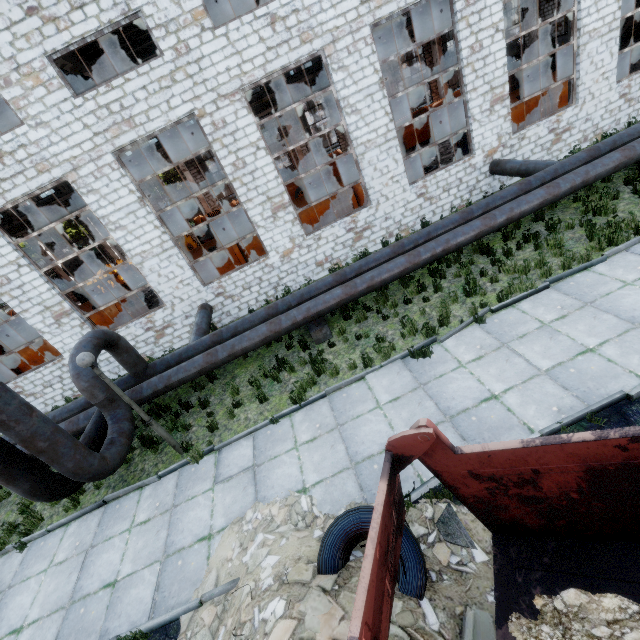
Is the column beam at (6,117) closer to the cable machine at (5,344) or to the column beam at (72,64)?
the column beam at (72,64)

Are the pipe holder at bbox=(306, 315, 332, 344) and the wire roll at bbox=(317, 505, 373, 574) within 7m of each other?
yes

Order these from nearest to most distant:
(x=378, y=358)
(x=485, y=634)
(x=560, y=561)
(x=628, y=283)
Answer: (x=560, y=561) → (x=485, y=634) → (x=628, y=283) → (x=378, y=358)

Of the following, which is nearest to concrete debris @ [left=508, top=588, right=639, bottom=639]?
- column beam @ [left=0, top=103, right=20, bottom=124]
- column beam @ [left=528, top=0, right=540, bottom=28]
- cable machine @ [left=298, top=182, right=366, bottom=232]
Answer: cable machine @ [left=298, top=182, right=366, bottom=232]

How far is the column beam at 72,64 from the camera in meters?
12.2 m

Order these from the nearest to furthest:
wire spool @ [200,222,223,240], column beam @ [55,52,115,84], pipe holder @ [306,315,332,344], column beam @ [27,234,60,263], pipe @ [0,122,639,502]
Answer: pipe @ [0,122,639,502] < pipe holder @ [306,315,332,344] < column beam @ [55,52,115,84] < wire spool @ [200,222,223,240] < column beam @ [27,234,60,263]

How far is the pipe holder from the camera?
9.4m

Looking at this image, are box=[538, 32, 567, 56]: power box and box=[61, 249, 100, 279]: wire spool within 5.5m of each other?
no
